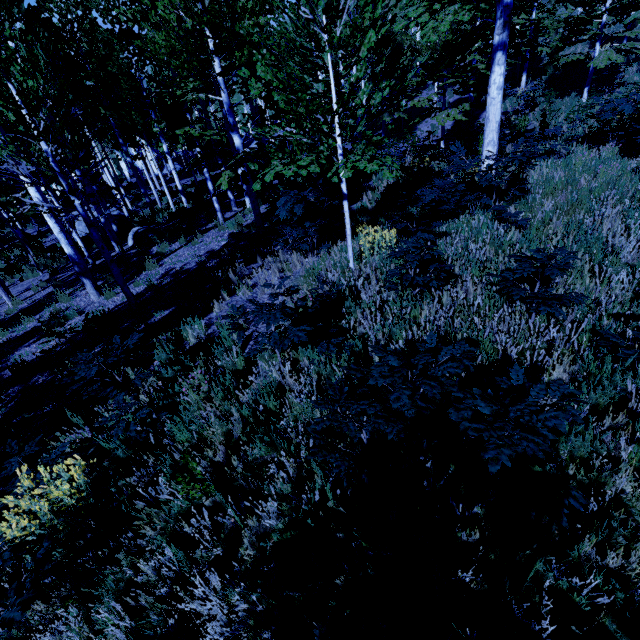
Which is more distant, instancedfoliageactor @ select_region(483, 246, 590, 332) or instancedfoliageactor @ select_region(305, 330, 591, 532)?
instancedfoliageactor @ select_region(483, 246, 590, 332)

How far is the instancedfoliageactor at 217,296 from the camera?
6.6 meters

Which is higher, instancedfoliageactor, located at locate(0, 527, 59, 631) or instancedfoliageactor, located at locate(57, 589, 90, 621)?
instancedfoliageactor, located at locate(0, 527, 59, 631)

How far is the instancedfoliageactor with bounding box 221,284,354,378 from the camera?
3.5 meters

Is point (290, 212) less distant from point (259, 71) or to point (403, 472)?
point (259, 71)

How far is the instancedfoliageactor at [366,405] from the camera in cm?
181
